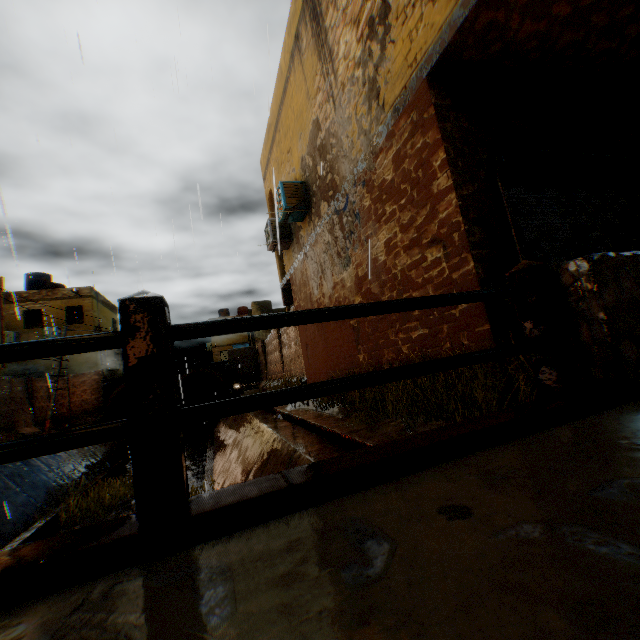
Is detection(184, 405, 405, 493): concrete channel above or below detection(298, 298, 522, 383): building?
below

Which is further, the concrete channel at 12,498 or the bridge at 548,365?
the concrete channel at 12,498

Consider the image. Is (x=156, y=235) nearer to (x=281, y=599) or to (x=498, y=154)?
(x=498, y=154)

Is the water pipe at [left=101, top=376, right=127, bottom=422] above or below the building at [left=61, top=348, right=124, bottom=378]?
below

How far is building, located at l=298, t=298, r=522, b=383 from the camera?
3.7m

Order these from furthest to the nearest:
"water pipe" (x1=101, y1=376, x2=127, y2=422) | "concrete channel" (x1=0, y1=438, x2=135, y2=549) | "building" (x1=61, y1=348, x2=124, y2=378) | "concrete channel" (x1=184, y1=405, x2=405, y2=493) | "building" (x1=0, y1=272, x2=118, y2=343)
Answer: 1. "building" (x1=61, y1=348, x2=124, y2=378)
2. "building" (x1=0, y1=272, x2=118, y2=343)
3. "water pipe" (x1=101, y1=376, x2=127, y2=422)
4. "concrete channel" (x1=0, y1=438, x2=135, y2=549)
5. "concrete channel" (x1=184, y1=405, x2=405, y2=493)

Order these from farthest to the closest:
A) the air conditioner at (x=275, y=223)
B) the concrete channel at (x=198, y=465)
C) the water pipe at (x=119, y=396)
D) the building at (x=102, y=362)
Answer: the building at (x=102, y=362) < the water pipe at (x=119, y=396) < the air conditioner at (x=275, y=223) < the concrete channel at (x=198, y=465)

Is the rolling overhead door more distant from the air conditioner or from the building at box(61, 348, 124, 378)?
the air conditioner
